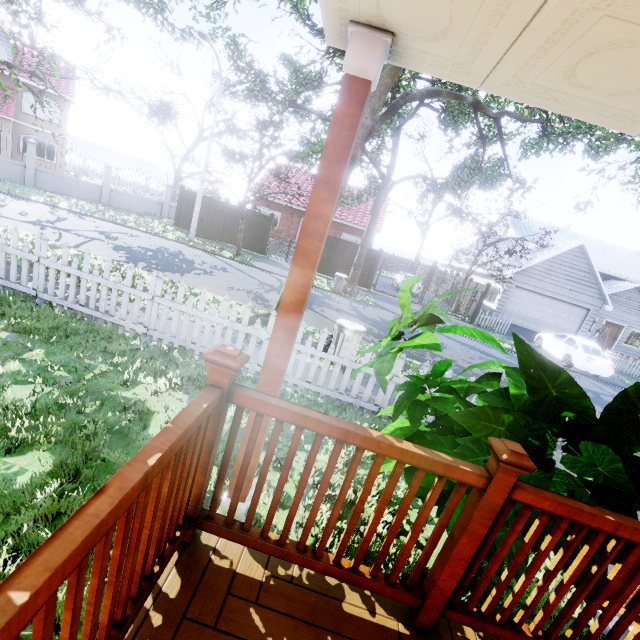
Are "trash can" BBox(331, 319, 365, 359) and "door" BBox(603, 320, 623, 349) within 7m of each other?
no

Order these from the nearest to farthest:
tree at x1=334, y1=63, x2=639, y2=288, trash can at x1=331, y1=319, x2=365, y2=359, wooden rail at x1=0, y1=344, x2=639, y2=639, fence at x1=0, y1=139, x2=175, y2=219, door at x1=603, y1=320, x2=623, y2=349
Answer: wooden rail at x1=0, y1=344, x2=639, y2=639
trash can at x1=331, y1=319, x2=365, y2=359
tree at x1=334, y1=63, x2=639, y2=288
fence at x1=0, y1=139, x2=175, y2=219
door at x1=603, y1=320, x2=623, y2=349

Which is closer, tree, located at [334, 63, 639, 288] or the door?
tree, located at [334, 63, 639, 288]

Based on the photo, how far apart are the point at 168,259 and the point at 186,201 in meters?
9.9

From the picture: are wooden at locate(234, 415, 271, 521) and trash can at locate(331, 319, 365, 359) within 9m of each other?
yes

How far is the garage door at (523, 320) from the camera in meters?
20.6

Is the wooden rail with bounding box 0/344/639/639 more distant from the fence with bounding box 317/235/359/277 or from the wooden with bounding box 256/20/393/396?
the fence with bounding box 317/235/359/277

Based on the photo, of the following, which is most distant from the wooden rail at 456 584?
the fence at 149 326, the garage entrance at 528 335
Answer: the garage entrance at 528 335
